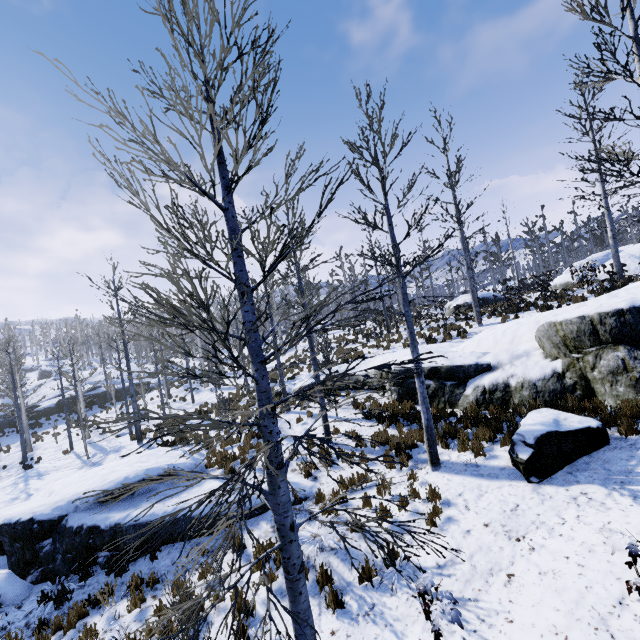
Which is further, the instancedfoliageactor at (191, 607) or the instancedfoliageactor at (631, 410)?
the instancedfoliageactor at (631, 410)

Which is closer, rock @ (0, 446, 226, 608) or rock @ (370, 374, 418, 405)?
rock @ (0, 446, 226, 608)

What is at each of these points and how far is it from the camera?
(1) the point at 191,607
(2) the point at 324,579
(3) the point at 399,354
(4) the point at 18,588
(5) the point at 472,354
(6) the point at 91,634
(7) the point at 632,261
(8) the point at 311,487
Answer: (1) instancedfoliageactor, 3.0m
(2) instancedfoliageactor, 6.0m
(3) rock, 13.4m
(4) rock, 7.8m
(5) rock, 10.8m
(6) instancedfoliageactor, 6.0m
(7) rock, 22.0m
(8) rock, 8.7m

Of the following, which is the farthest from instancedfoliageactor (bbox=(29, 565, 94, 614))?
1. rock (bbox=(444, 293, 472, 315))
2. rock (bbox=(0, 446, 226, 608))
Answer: rock (bbox=(0, 446, 226, 608))

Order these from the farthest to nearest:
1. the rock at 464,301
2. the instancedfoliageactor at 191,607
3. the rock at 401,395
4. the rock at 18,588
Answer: the rock at 464,301, the rock at 401,395, the rock at 18,588, the instancedfoliageactor at 191,607

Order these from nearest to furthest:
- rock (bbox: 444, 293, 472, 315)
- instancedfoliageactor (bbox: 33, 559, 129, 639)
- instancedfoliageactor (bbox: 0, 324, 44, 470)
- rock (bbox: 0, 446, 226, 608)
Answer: instancedfoliageactor (bbox: 33, 559, 129, 639), rock (bbox: 0, 446, 226, 608), instancedfoliageactor (bbox: 0, 324, 44, 470), rock (bbox: 444, 293, 472, 315)

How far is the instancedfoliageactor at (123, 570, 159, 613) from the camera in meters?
6.5 m

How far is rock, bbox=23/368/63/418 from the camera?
32.4m
